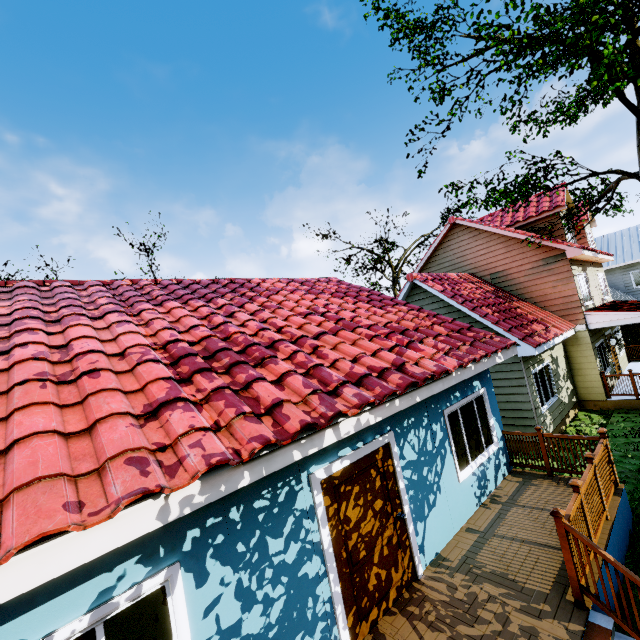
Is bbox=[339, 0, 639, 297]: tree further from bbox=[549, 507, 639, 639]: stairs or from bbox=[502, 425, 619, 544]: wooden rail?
bbox=[549, 507, 639, 639]: stairs

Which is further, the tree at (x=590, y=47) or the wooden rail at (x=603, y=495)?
the tree at (x=590, y=47)

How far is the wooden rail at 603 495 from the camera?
4.7m

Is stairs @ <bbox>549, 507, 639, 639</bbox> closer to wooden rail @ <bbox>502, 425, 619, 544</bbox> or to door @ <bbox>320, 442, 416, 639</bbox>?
wooden rail @ <bbox>502, 425, 619, 544</bbox>

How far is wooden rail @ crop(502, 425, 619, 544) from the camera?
4.7 meters

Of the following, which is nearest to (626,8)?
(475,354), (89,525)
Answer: (475,354)

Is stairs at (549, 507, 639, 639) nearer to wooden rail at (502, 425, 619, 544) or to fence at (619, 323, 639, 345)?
wooden rail at (502, 425, 619, 544)

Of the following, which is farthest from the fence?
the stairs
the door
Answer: the door
